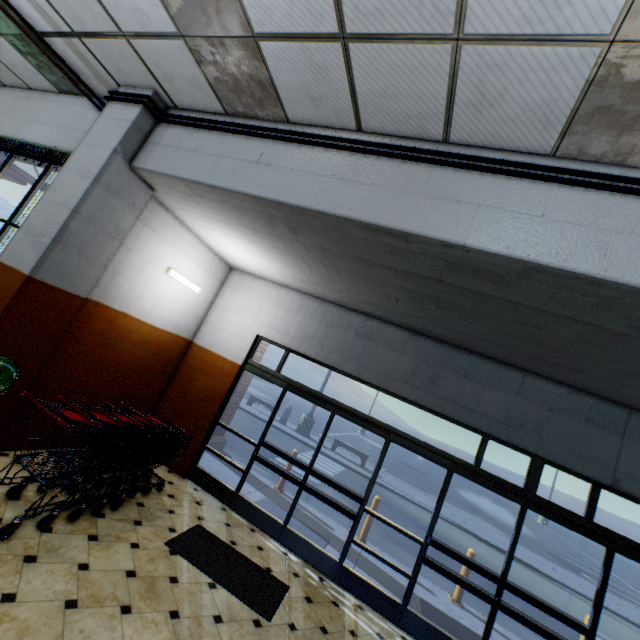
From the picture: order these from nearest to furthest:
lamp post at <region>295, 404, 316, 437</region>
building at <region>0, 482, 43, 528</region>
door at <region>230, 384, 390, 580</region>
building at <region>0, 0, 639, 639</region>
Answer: building at <region>0, 0, 639, 639</region> → building at <region>0, 482, 43, 528</region> → door at <region>230, 384, 390, 580</region> → lamp post at <region>295, 404, 316, 437</region>

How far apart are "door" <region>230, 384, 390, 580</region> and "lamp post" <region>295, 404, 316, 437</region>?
10.9m

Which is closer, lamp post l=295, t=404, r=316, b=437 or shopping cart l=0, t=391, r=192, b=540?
shopping cart l=0, t=391, r=192, b=540

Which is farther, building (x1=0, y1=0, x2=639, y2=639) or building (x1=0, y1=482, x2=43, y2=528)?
building (x1=0, y1=482, x2=43, y2=528)

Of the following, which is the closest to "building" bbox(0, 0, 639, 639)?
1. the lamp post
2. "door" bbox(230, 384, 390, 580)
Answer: "door" bbox(230, 384, 390, 580)

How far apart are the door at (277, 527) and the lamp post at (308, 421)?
10.92m

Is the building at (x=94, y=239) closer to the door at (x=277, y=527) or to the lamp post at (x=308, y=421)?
the door at (x=277, y=527)

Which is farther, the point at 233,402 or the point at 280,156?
the point at 233,402
